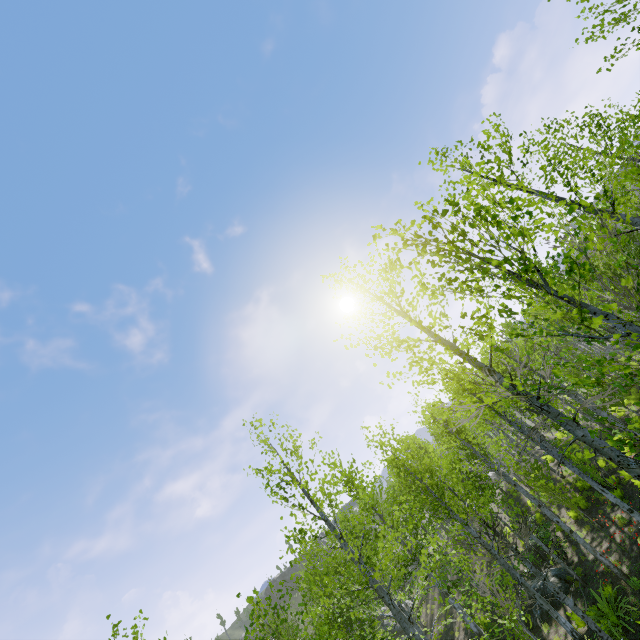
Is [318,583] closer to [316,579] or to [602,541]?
[316,579]

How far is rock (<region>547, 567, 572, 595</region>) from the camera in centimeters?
1383cm

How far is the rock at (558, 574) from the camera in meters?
13.8
